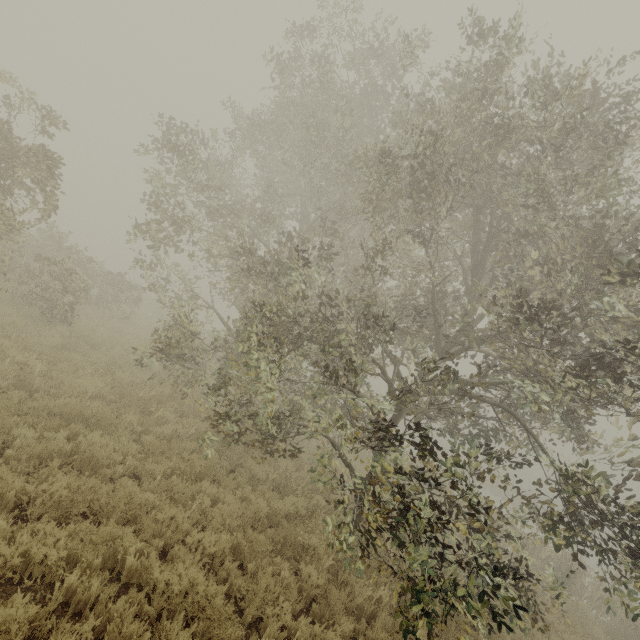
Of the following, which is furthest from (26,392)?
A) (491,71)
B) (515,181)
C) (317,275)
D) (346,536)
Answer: (515,181)
